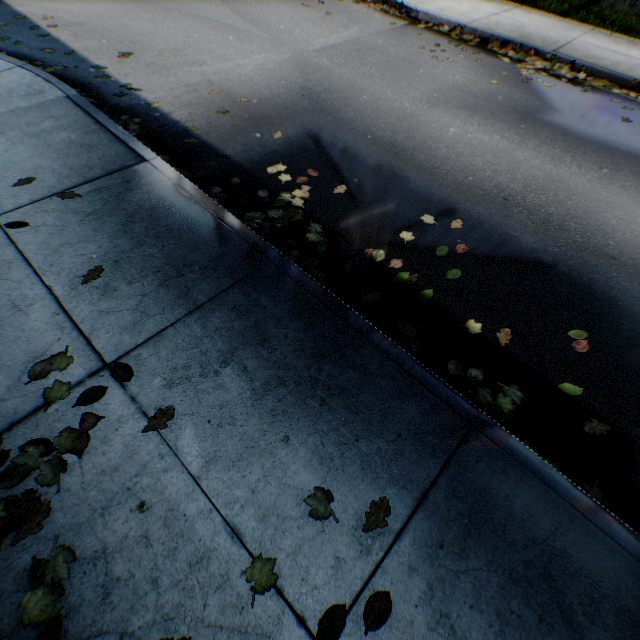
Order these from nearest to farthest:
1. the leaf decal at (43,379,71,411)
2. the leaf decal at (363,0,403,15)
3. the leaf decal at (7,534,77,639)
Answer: the leaf decal at (7,534,77,639), the leaf decal at (43,379,71,411), the leaf decal at (363,0,403,15)

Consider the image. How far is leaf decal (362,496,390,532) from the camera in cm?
163

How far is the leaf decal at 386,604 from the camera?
1.4 meters

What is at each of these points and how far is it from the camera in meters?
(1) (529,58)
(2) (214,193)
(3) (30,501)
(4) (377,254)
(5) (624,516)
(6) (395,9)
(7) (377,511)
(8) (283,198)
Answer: (1) leaf decal, 6.4
(2) leaf decal, 3.3
(3) leaf decal, 1.6
(4) leaf decal, 3.0
(5) leaf decal, 1.9
(6) leaf decal, 7.6
(7) leaf decal, 1.7
(8) leaf decal, 3.4

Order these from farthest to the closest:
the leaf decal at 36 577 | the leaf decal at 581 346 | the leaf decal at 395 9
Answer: the leaf decal at 395 9 → the leaf decal at 581 346 → the leaf decal at 36 577

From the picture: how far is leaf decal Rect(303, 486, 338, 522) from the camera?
1.6m

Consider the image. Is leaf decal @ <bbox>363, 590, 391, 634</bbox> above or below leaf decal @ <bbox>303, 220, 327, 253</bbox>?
above

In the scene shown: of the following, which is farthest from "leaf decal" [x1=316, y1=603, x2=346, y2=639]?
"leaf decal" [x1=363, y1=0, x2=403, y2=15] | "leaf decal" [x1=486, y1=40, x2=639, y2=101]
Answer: "leaf decal" [x1=363, y1=0, x2=403, y2=15]
